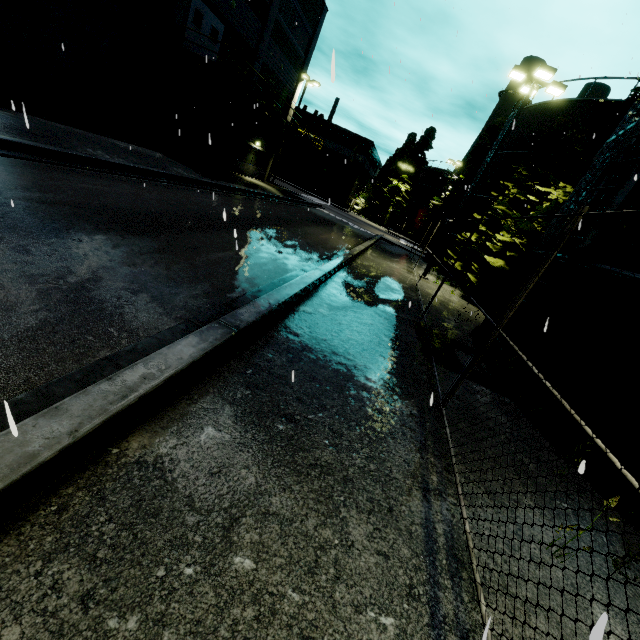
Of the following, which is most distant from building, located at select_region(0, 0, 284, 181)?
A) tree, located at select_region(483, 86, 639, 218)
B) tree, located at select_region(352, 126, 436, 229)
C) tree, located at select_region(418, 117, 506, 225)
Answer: tree, located at select_region(483, 86, 639, 218)

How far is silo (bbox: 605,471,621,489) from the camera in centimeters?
457cm

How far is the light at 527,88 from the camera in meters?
13.5 m

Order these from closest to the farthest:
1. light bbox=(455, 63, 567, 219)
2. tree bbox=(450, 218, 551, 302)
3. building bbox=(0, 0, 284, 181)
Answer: building bbox=(0, 0, 284, 181) < light bbox=(455, 63, 567, 219) < tree bbox=(450, 218, 551, 302)

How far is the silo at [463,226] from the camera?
23.5 meters

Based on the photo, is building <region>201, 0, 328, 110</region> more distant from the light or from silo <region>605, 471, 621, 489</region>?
the light

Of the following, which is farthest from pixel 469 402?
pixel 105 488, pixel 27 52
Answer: pixel 27 52
